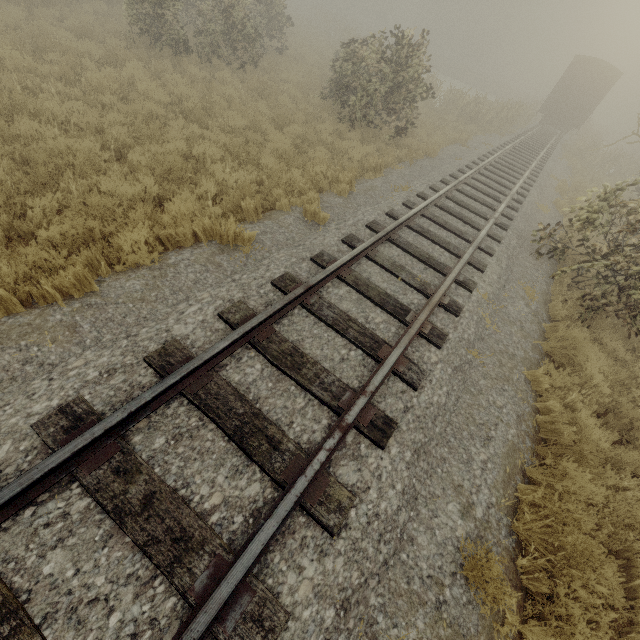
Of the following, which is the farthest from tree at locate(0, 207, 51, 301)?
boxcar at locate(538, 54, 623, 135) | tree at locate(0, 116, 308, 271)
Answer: boxcar at locate(538, 54, 623, 135)

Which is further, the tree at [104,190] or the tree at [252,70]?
the tree at [252,70]

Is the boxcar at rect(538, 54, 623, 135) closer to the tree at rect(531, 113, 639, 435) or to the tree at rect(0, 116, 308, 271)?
the tree at rect(531, 113, 639, 435)

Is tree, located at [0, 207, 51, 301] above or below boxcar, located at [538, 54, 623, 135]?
below

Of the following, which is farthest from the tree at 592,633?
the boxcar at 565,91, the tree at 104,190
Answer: the boxcar at 565,91

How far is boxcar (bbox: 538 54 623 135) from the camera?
22.72m

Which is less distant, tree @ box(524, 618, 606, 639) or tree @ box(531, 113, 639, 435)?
tree @ box(524, 618, 606, 639)

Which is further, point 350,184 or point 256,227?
point 350,184
